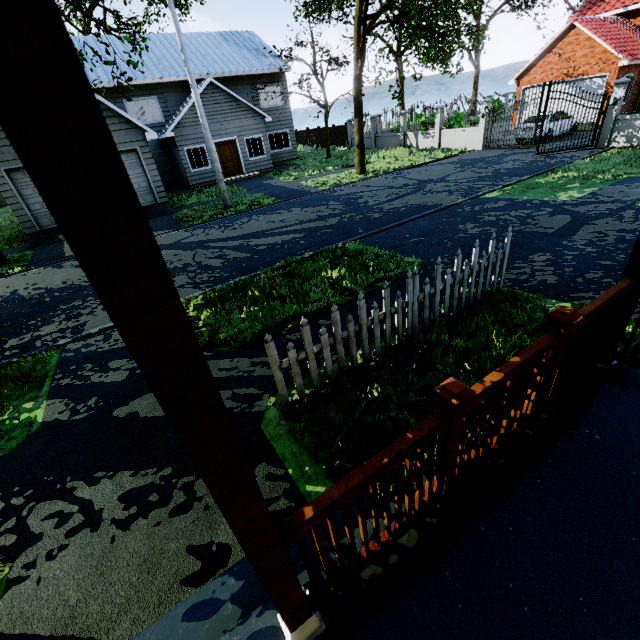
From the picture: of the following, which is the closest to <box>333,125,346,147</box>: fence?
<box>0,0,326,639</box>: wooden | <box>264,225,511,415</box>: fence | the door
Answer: the door

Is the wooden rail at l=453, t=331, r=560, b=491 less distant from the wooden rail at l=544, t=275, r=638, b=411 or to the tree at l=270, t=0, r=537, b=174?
the wooden rail at l=544, t=275, r=638, b=411

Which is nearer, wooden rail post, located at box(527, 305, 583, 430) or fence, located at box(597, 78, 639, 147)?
wooden rail post, located at box(527, 305, 583, 430)

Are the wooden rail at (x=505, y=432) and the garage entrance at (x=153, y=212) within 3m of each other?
no

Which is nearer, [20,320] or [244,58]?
[20,320]

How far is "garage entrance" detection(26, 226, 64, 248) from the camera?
13.20m

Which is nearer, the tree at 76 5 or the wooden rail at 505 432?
the wooden rail at 505 432

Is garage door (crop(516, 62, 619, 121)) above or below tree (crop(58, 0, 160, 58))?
below
